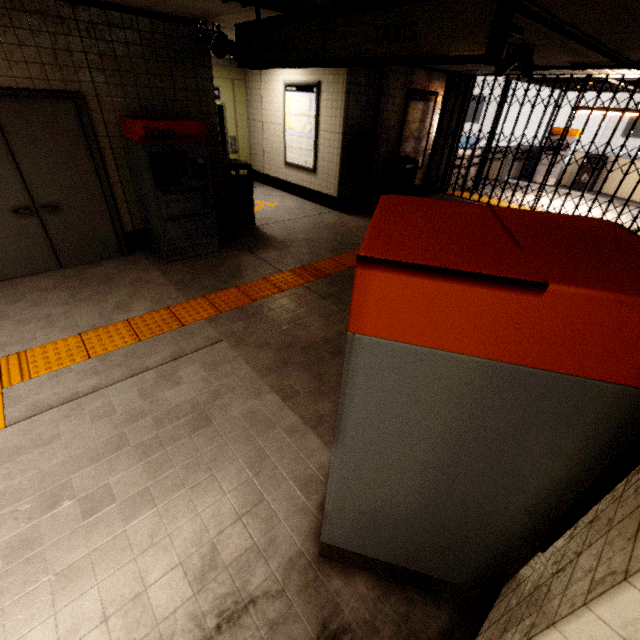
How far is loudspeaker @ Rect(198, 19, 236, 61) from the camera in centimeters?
428cm

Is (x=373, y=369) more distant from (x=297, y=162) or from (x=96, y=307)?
(x=297, y=162)

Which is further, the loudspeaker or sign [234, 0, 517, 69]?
the loudspeaker

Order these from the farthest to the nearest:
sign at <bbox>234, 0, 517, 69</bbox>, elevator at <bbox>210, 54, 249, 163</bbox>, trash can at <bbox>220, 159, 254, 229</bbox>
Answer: elevator at <bbox>210, 54, 249, 163</bbox>, trash can at <bbox>220, 159, 254, 229</bbox>, sign at <bbox>234, 0, 517, 69</bbox>

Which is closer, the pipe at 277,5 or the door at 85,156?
the pipe at 277,5

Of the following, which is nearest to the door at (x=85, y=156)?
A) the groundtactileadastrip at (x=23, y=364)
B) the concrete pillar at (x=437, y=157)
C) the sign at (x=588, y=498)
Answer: the groundtactileadastrip at (x=23, y=364)

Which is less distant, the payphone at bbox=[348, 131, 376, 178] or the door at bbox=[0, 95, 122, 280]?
the door at bbox=[0, 95, 122, 280]

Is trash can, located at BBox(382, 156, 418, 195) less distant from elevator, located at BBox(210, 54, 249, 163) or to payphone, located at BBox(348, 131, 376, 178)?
payphone, located at BBox(348, 131, 376, 178)
